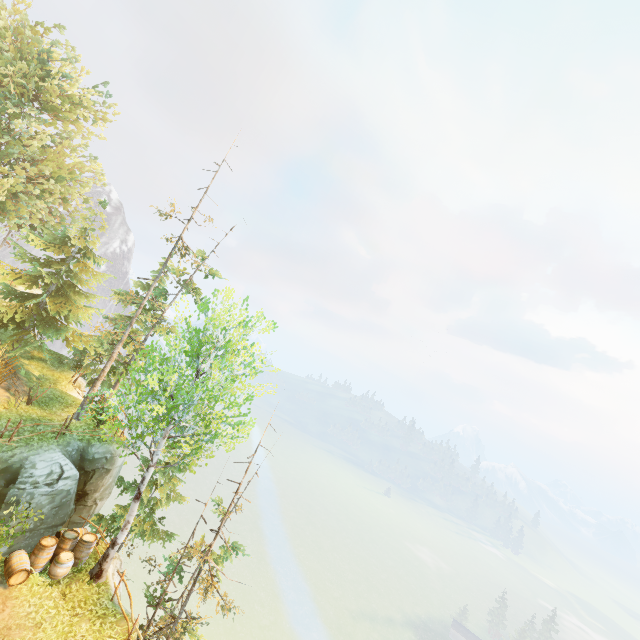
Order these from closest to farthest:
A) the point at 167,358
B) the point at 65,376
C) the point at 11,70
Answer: the point at 167,358, the point at 11,70, the point at 65,376
